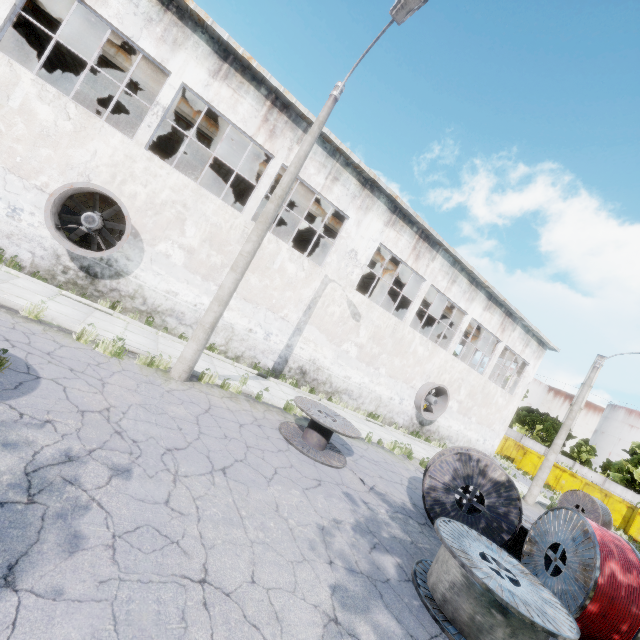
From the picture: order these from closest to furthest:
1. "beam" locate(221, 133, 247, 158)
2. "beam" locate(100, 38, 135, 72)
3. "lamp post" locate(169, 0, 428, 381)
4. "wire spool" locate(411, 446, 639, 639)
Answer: "wire spool" locate(411, 446, 639, 639) < "lamp post" locate(169, 0, 428, 381) < "beam" locate(100, 38, 135, 72) < "beam" locate(221, 133, 247, 158)

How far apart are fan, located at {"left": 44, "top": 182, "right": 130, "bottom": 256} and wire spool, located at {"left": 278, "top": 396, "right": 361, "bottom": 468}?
7.4m

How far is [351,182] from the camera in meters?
14.1

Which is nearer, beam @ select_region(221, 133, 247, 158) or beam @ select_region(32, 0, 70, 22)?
beam @ select_region(32, 0, 70, 22)

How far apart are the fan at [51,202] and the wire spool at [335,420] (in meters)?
7.43

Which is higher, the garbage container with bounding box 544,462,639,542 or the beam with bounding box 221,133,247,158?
the beam with bounding box 221,133,247,158

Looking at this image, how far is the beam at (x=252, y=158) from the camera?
14.8 meters
